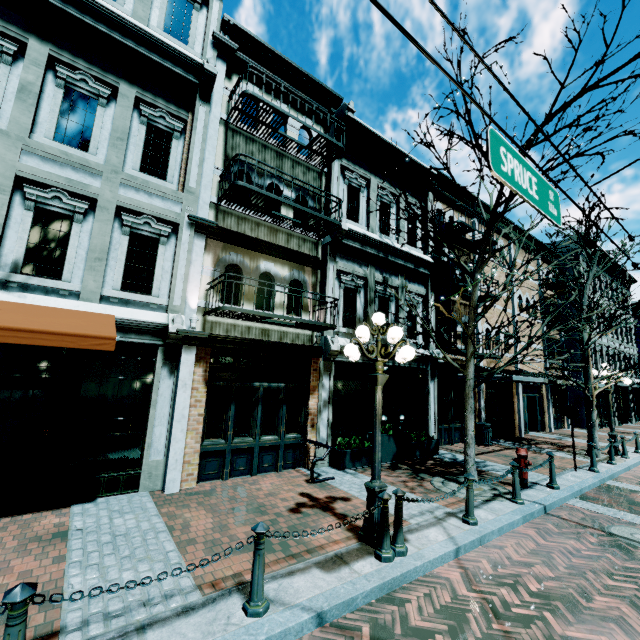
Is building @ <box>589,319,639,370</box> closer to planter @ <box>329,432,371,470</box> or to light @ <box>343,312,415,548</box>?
planter @ <box>329,432,371,470</box>

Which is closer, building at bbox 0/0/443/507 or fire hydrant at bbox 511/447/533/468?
building at bbox 0/0/443/507

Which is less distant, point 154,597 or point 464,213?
point 154,597

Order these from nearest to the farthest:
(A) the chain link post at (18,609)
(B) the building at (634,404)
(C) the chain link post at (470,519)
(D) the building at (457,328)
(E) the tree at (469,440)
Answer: (A) the chain link post at (18,609) < (C) the chain link post at (470,519) < (E) the tree at (469,440) < (D) the building at (457,328) < (B) the building at (634,404)

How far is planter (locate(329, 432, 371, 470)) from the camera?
8.9 meters

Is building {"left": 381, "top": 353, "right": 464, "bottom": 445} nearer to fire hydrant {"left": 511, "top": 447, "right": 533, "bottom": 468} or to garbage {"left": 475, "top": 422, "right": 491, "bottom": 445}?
garbage {"left": 475, "top": 422, "right": 491, "bottom": 445}

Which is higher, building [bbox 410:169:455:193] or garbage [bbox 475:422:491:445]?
building [bbox 410:169:455:193]

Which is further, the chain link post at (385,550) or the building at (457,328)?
the building at (457,328)
